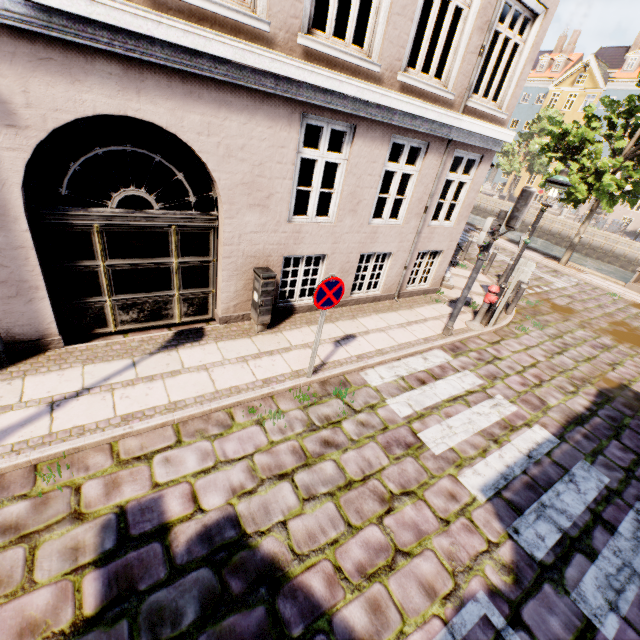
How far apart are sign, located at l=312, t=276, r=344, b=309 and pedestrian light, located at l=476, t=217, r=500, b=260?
3.5 meters

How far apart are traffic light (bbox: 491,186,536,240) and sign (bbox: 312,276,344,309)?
3.76m

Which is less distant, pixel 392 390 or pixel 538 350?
pixel 392 390

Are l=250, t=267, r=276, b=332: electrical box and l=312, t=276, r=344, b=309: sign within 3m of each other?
yes

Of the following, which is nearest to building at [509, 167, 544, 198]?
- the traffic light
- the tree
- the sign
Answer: the tree

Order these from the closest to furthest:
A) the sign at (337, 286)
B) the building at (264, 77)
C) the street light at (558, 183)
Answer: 1. the building at (264, 77)
2. the sign at (337, 286)
3. the street light at (558, 183)

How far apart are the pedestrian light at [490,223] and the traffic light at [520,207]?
0.1m

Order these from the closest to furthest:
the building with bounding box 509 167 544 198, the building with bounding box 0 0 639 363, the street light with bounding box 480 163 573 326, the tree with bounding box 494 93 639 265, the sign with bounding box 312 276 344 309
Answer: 1. the building with bounding box 0 0 639 363
2. the sign with bounding box 312 276 344 309
3. the street light with bounding box 480 163 573 326
4. the tree with bounding box 494 93 639 265
5. the building with bounding box 509 167 544 198
